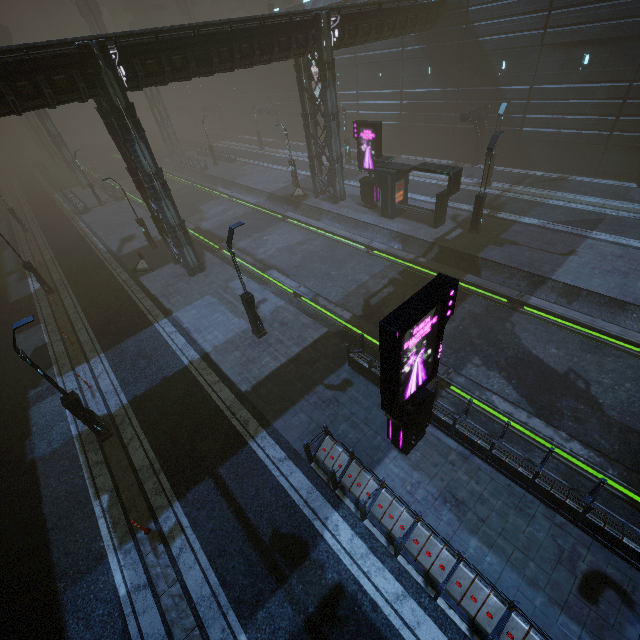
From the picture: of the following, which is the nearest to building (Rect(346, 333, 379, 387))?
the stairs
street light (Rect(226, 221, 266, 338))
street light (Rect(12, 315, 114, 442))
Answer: the stairs

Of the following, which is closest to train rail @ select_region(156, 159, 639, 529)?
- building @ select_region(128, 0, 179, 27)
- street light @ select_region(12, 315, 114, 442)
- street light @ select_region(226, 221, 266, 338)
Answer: building @ select_region(128, 0, 179, 27)

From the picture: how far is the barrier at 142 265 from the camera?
22.73m

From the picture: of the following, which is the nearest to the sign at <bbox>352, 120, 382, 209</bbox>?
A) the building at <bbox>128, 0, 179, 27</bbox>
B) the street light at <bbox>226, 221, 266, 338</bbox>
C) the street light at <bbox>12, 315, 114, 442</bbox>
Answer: the building at <bbox>128, 0, 179, 27</bbox>

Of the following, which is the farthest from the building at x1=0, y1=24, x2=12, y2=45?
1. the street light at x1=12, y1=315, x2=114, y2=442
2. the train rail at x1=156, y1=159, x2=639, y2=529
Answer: the street light at x1=12, y1=315, x2=114, y2=442

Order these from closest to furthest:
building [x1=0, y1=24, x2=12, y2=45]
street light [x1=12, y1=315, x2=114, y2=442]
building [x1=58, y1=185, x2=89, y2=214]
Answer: street light [x1=12, y1=315, x2=114, y2=442] < building [x1=58, y1=185, x2=89, y2=214] < building [x1=0, y1=24, x2=12, y2=45]

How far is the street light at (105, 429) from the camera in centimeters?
957cm

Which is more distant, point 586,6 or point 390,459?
point 586,6
